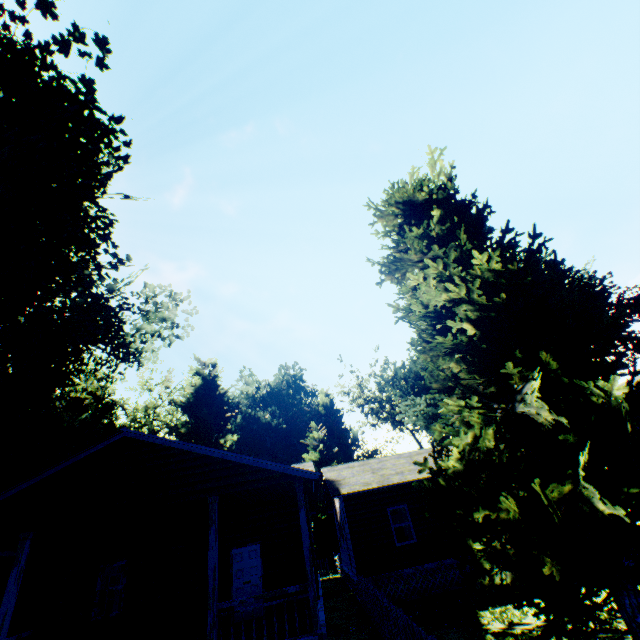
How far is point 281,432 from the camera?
56.12m

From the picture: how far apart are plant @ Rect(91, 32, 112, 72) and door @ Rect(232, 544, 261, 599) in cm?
2151

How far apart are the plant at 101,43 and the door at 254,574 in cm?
2151

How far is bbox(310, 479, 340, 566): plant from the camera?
35.0m

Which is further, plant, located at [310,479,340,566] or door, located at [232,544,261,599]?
plant, located at [310,479,340,566]

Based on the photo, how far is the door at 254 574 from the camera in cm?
1194

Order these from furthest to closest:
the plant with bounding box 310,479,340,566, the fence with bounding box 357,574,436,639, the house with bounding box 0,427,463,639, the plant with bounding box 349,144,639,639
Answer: the plant with bounding box 310,479,340,566, the house with bounding box 0,427,463,639, the fence with bounding box 357,574,436,639, the plant with bounding box 349,144,639,639

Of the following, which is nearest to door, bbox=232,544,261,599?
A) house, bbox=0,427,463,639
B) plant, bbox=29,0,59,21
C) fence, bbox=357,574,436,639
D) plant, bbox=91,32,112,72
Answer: house, bbox=0,427,463,639
